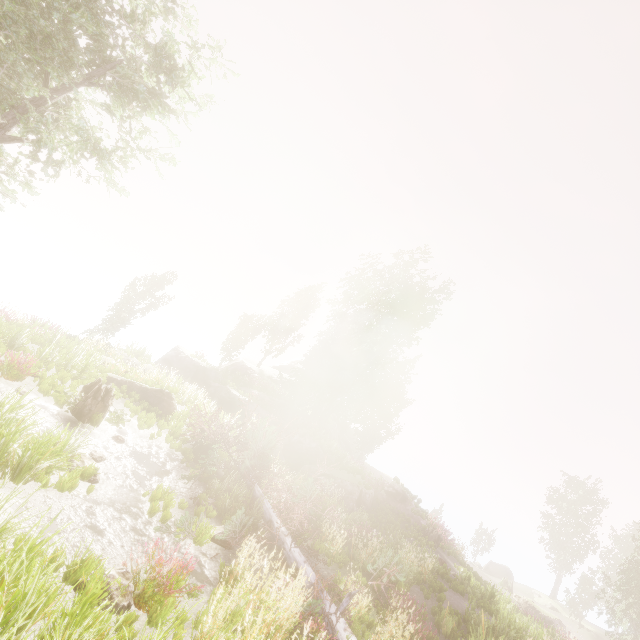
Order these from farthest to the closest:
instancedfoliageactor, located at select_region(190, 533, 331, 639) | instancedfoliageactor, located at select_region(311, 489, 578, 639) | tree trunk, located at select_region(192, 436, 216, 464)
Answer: tree trunk, located at select_region(192, 436, 216, 464)
instancedfoliageactor, located at select_region(311, 489, 578, 639)
instancedfoliageactor, located at select_region(190, 533, 331, 639)

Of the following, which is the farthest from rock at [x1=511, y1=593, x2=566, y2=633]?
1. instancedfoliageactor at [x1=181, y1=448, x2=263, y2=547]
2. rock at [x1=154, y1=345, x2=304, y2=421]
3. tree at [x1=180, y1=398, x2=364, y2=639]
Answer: instancedfoliageactor at [x1=181, y1=448, x2=263, y2=547]

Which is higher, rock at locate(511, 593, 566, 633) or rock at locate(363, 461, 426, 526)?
rock at locate(363, 461, 426, 526)

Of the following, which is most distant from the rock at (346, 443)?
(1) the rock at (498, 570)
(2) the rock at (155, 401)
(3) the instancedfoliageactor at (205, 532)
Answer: (1) the rock at (498, 570)

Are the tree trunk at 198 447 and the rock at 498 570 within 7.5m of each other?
no

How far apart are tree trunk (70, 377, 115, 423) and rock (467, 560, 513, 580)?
53.32m

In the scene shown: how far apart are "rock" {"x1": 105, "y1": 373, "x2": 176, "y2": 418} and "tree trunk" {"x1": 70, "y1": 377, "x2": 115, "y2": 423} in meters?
3.5

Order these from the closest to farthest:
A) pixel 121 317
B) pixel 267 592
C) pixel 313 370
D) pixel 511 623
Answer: pixel 267 592 < pixel 511 623 < pixel 313 370 < pixel 121 317
